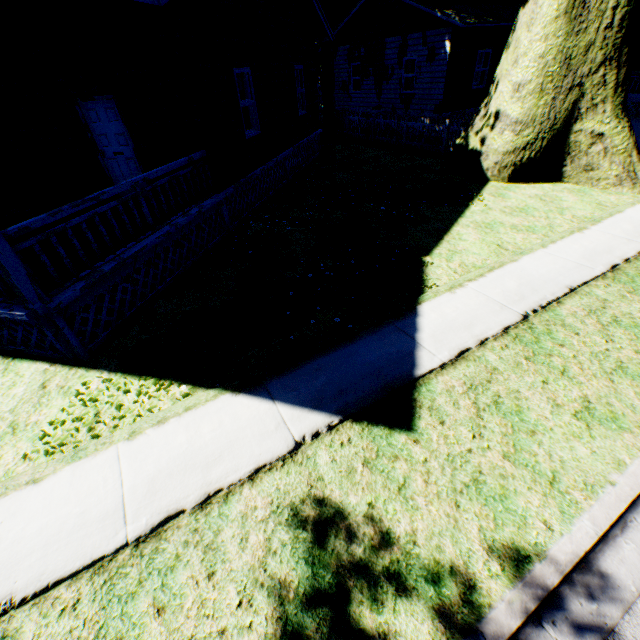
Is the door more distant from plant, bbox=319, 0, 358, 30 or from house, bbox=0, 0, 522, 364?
plant, bbox=319, 0, 358, 30

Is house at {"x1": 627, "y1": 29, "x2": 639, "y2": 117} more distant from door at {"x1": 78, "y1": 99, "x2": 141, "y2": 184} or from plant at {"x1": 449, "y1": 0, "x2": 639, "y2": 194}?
door at {"x1": 78, "y1": 99, "x2": 141, "y2": 184}

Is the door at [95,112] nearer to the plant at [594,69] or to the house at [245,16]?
the house at [245,16]

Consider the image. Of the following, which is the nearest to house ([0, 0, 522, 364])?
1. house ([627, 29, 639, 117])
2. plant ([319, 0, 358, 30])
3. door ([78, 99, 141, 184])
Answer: door ([78, 99, 141, 184])

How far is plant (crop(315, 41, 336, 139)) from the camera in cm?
1694

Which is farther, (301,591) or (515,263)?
(515,263)

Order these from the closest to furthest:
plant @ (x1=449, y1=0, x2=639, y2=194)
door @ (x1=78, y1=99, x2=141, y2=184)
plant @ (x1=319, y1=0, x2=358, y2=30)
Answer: door @ (x1=78, y1=99, x2=141, y2=184) < plant @ (x1=449, y1=0, x2=639, y2=194) < plant @ (x1=319, y1=0, x2=358, y2=30)

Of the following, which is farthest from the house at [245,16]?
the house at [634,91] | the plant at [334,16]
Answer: the house at [634,91]
